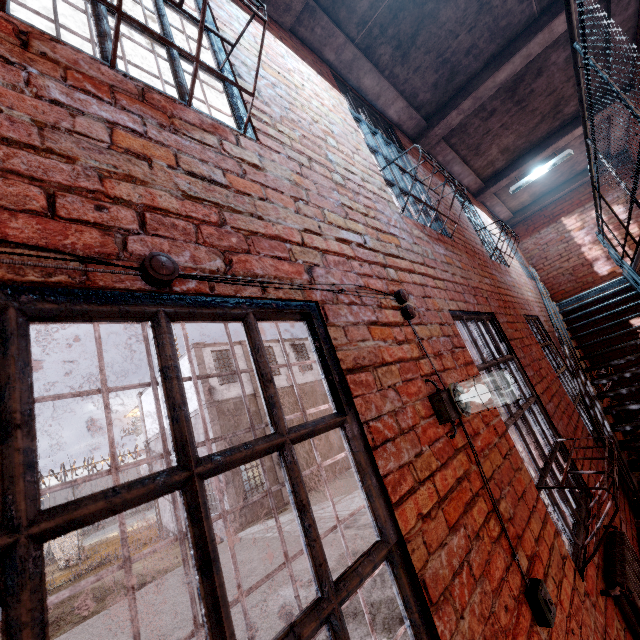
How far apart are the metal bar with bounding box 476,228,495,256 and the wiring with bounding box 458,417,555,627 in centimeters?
419cm

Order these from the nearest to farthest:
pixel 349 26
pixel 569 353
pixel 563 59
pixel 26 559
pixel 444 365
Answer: pixel 26 559, pixel 444 365, pixel 349 26, pixel 563 59, pixel 569 353

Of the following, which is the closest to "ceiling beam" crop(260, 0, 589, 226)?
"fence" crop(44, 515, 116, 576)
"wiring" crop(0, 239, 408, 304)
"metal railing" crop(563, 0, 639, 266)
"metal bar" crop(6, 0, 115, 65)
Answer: "metal bar" crop(6, 0, 115, 65)

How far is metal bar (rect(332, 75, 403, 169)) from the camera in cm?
354

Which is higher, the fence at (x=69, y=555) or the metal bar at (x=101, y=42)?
the metal bar at (x=101, y=42)

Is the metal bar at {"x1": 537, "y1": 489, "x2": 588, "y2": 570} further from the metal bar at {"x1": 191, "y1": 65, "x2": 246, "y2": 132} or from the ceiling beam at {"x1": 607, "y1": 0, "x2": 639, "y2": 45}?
the ceiling beam at {"x1": 607, "y1": 0, "x2": 639, "y2": 45}

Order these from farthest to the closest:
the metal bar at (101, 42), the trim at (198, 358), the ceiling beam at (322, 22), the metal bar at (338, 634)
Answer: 1. the trim at (198, 358)
2. the ceiling beam at (322, 22)
3. the metal bar at (101, 42)
4. the metal bar at (338, 634)

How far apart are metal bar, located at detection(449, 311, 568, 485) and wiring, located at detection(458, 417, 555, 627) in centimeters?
74cm
